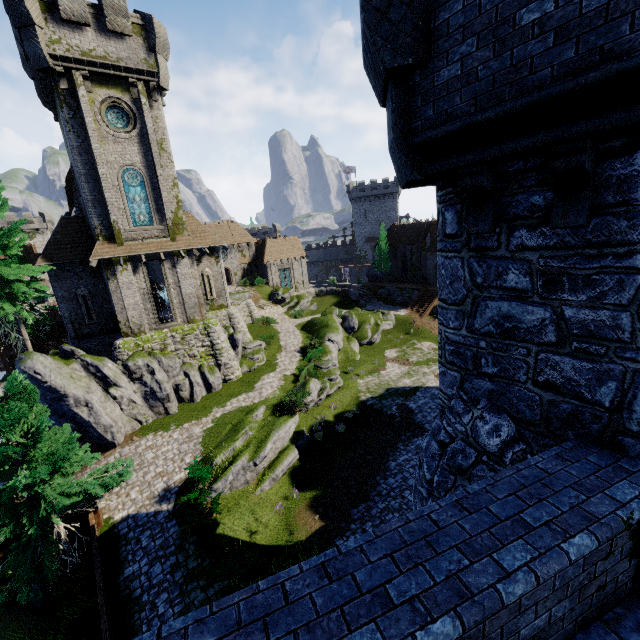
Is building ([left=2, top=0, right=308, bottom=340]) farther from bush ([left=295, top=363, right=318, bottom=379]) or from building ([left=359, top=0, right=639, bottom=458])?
building ([left=359, top=0, right=639, bottom=458])

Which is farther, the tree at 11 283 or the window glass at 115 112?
the window glass at 115 112

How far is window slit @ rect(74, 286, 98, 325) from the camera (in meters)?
23.03

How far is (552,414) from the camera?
4.3 meters

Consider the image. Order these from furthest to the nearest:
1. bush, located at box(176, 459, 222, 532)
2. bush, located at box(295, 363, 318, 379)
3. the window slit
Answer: bush, located at box(295, 363, 318, 379) < the window slit < bush, located at box(176, 459, 222, 532)

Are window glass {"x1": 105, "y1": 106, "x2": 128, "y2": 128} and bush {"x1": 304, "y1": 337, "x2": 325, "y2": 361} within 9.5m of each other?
no

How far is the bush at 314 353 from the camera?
28.92m

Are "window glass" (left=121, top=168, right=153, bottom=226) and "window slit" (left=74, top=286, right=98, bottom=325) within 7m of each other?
yes
